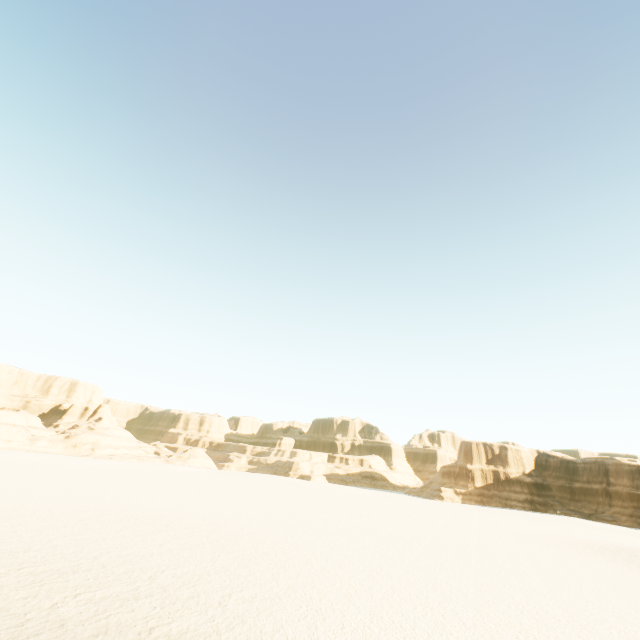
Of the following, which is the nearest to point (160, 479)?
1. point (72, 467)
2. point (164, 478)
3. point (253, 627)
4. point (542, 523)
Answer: point (164, 478)
